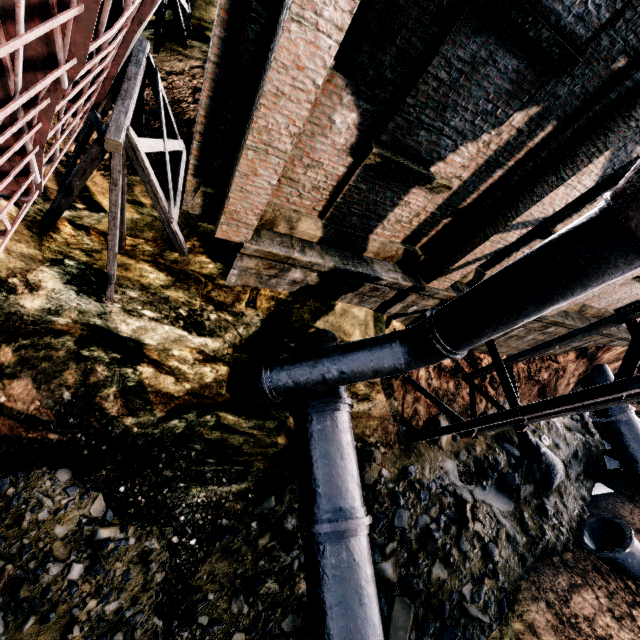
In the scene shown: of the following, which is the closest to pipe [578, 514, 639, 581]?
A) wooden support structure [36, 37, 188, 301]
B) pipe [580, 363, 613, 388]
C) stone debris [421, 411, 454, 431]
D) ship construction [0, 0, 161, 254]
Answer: stone debris [421, 411, 454, 431]

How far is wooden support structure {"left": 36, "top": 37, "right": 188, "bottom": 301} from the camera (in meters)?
5.39

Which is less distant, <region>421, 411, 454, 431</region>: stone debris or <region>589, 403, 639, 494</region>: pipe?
<region>421, 411, 454, 431</region>: stone debris

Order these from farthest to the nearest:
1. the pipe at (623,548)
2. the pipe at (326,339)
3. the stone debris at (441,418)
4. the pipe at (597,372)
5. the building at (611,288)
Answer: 1. the pipe at (597,372)
2. the stone debris at (441,418)
3. the pipe at (623,548)
4. the building at (611,288)
5. the pipe at (326,339)

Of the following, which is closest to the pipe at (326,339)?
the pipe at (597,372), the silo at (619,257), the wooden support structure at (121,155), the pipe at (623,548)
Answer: the silo at (619,257)

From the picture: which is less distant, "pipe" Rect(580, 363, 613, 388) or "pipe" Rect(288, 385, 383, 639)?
"pipe" Rect(288, 385, 383, 639)

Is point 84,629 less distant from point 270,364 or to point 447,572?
point 270,364

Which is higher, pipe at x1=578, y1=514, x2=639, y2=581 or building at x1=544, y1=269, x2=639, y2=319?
building at x1=544, y1=269, x2=639, y2=319
